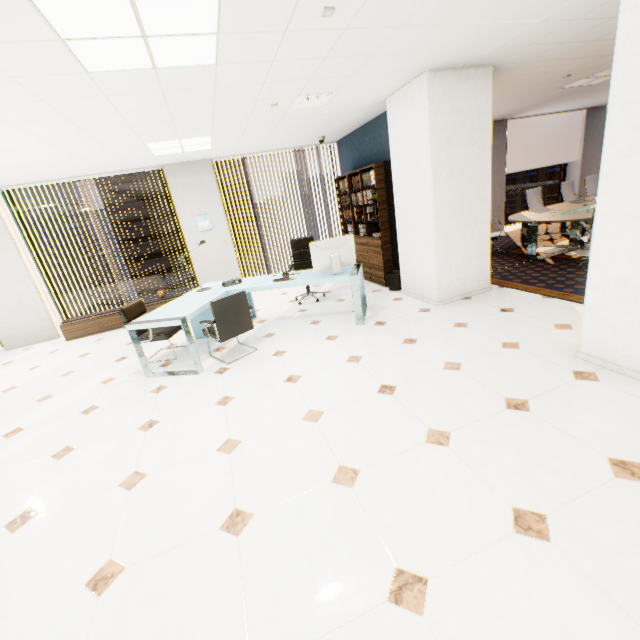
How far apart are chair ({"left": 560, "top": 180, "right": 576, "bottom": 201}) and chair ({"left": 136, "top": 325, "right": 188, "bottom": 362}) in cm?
938

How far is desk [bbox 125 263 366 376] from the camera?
4.0m

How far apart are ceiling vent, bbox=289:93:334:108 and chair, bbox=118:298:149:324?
3.4m

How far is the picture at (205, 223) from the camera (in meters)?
7.06

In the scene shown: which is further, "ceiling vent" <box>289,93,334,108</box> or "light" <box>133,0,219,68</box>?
"ceiling vent" <box>289,93,334,108</box>

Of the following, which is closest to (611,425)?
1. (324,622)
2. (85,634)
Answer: (324,622)

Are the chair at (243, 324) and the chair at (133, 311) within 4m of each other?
yes

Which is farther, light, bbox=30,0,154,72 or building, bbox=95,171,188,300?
building, bbox=95,171,188,300
